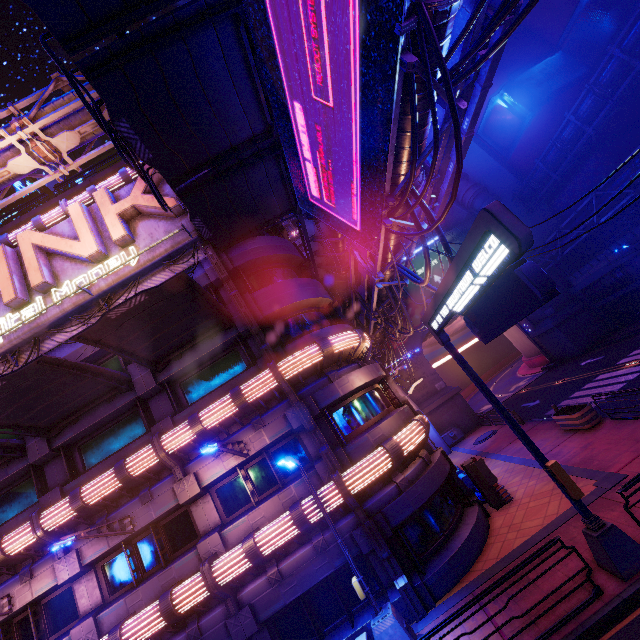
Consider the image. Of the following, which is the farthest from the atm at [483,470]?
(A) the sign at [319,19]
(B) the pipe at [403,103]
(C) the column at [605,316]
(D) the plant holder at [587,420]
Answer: (C) the column at [605,316]

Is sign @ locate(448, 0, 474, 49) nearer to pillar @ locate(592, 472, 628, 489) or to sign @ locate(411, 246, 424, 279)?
pillar @ locate(592, 472, 628, 489)

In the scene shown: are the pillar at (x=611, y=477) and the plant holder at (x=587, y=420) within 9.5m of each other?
yes

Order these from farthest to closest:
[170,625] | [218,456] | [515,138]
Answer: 1. [515,138]
2. [218,456]
3. [170,625]

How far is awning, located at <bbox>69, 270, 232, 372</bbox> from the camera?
10.4 meters

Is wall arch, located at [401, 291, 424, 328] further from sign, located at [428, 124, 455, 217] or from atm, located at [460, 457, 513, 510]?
sign, located at [428, 124, 455, 217]

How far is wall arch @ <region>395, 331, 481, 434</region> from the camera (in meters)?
31.36

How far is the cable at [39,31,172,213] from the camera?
6.72m
